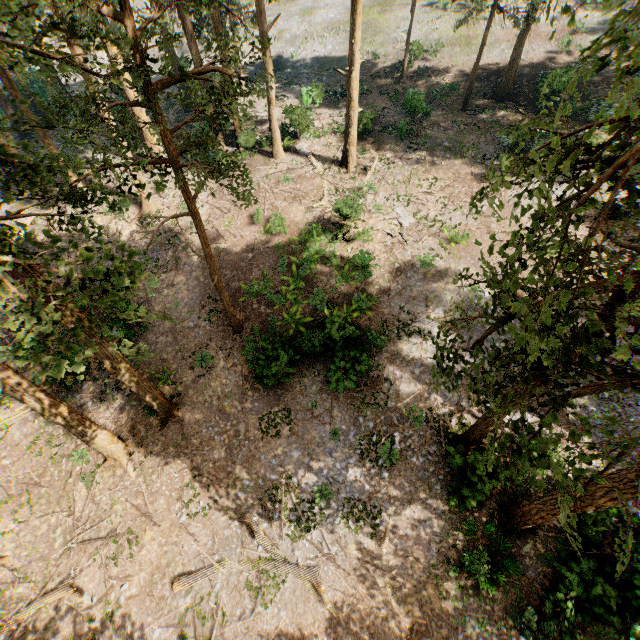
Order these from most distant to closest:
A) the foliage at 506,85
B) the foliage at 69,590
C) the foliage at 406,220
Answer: the foliage at 506,85 → the foliage at 406,220 → the foliage at 69,590

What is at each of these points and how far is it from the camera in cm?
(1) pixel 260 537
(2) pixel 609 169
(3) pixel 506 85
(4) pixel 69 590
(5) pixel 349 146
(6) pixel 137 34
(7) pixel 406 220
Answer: (1) foliage, 1422
(2) foliage, 462
(3) foliage, 2859
(4) foliage, 1353
(5) foliage, 2442
(6) foliage, 853
(7) foliage, 2195

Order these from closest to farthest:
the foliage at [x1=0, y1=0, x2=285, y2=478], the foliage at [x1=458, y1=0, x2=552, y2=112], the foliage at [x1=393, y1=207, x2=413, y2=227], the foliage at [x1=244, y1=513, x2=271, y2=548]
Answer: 1. the foliage at [x1=0, y1=0, x2=285, y2=478]
2. the foliage at [x1=244, y1=513, x2=271, y2=548]
3. the foliage at [x1=393, y1=207, x2=413, y2=227]
4. the foliage at [x1=458, y1=0, x2=552, y2=112]

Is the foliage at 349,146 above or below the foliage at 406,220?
above

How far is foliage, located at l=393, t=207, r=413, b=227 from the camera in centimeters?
2183cm

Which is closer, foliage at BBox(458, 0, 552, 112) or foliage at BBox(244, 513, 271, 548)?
foliage at BBox(244, 513, 271, 548)
